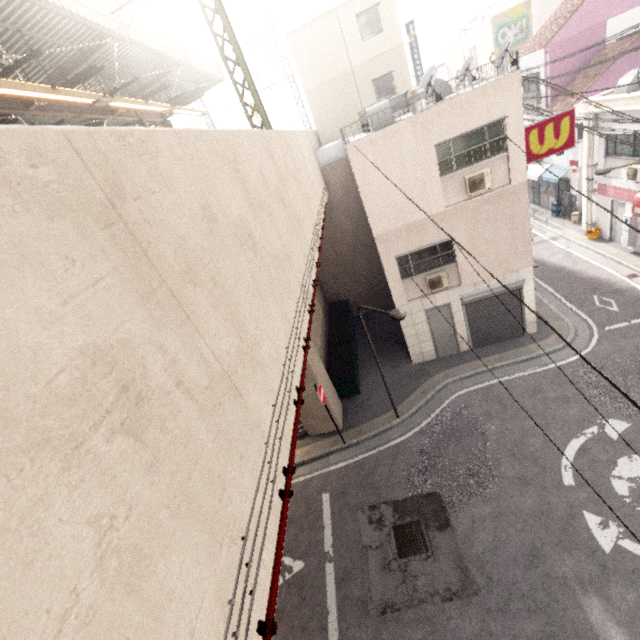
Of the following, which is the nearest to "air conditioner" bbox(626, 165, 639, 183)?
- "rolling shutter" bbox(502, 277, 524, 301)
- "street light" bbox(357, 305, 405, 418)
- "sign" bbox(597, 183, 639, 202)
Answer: "sign" bbox(597, 183, 639, 202)

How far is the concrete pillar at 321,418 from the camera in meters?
11.3

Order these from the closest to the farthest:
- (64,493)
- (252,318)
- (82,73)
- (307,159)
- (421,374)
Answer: (64,493) < (252,318) < (82,73) < (307,159) < (421,374)

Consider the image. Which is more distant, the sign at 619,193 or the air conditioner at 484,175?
the sign at 619,193

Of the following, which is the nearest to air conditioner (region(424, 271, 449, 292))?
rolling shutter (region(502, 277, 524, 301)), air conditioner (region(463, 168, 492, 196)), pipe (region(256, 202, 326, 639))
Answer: rolling shutter (region(502, 277, 524, 301))

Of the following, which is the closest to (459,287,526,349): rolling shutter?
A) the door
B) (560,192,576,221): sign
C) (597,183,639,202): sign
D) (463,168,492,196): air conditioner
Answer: the door

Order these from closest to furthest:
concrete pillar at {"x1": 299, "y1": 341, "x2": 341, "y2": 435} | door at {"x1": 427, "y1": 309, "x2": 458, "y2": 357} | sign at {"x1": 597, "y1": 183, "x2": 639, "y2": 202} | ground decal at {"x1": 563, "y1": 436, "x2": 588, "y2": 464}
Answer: ground decal at {"x1": 563, "y1": 436, "x2": 588, "y2": 464} < concrete pillar at {"x1": 299, "y1": 341, "x2": 341, "y2": 435} < door at {"x1": 427, "y1": 309, "x2": 458, "y2": 357} < sign at {"x1": 597, "y1": 183, "x2": 639, "y2": 202}

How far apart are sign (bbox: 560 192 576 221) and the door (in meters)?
12.85
